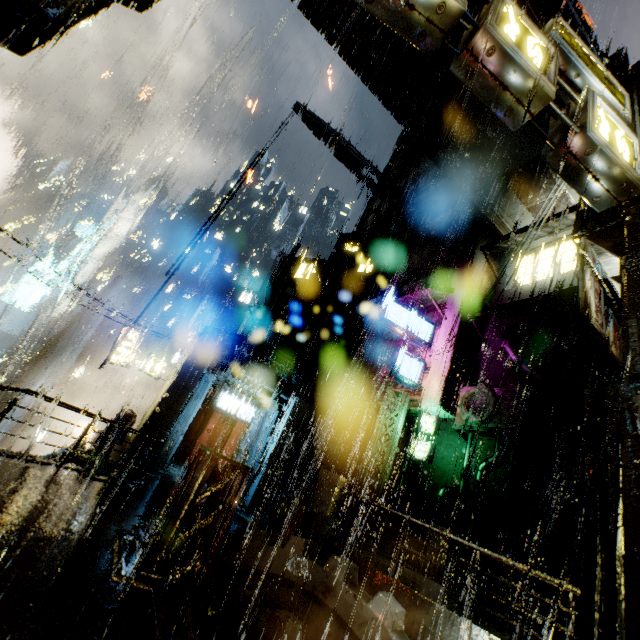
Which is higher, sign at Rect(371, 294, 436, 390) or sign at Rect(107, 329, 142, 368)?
sign at Rect(371, 294, 436, 390)

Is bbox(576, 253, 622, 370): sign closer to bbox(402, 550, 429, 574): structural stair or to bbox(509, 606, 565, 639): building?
bbox(509, 606, 565, 639): building

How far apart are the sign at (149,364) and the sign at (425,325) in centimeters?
1303cm

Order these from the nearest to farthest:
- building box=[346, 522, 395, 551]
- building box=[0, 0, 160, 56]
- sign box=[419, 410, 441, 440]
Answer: building box=[0, 0, 160, 56] → building box=[346, 522, 395, 551] → sign box=[419, 410, 441, 440]

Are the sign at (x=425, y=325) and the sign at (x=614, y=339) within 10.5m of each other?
yes

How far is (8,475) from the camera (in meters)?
7.24

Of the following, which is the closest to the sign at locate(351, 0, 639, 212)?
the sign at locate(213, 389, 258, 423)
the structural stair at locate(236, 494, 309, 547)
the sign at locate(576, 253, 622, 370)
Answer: the sign at locate(576, 253, 622, 370)

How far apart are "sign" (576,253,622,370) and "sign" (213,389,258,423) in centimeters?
1735cm
